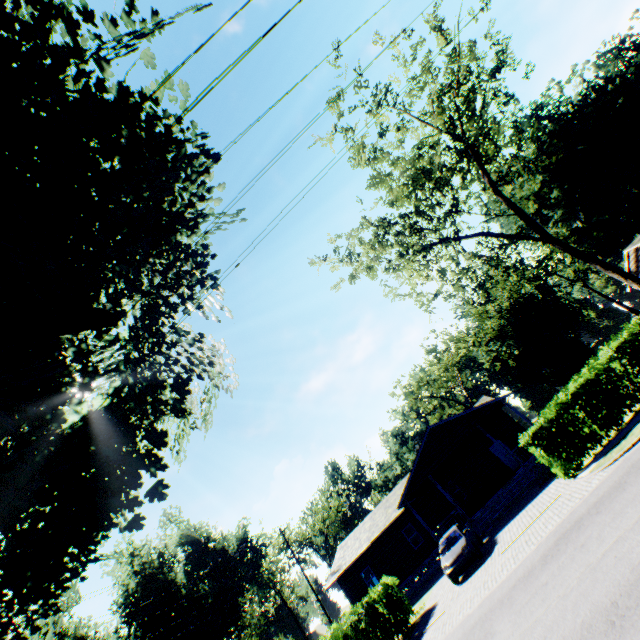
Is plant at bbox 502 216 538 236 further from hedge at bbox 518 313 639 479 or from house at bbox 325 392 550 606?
house at bbox 325 392 550 606

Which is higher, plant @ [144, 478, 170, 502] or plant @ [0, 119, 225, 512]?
plant @ [0, 119, 225, 512]

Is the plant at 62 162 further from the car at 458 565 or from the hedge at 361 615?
the car at 458 565

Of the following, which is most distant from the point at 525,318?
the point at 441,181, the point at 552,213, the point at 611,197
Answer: the point at 441,181

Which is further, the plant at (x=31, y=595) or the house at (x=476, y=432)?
the house at (x=476, y=432)

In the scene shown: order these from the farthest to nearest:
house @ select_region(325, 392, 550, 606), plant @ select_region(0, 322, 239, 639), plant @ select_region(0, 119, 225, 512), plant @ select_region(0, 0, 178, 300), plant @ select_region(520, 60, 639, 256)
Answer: plant @ select_region(520, 60, 639, 256) → house @ select_region(325, 392, 550, 606) → plant @ select_region(0, 322, 239, 639) → plant @ select_region(0, 119, 225, 512) → plant @ select_region(0, 0, 178, 300)

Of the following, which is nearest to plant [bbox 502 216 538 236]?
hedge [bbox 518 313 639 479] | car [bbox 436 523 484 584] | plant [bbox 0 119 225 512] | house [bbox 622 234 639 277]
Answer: plant [bbox 0 119 225 512]

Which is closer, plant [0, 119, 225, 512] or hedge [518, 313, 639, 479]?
plant [0, 119, 225, 512]
